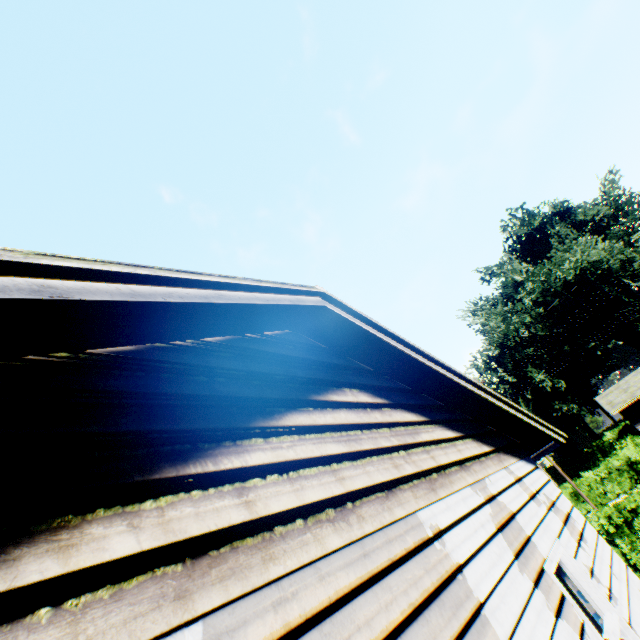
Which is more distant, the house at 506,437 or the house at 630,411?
the house at 630,411

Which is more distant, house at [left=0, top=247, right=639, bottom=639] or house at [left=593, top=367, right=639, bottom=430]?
house at [left=593, top=367, right=639, bottom=430]

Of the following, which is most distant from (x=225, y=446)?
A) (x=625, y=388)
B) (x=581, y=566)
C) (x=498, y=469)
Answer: (x=625, y=388)
